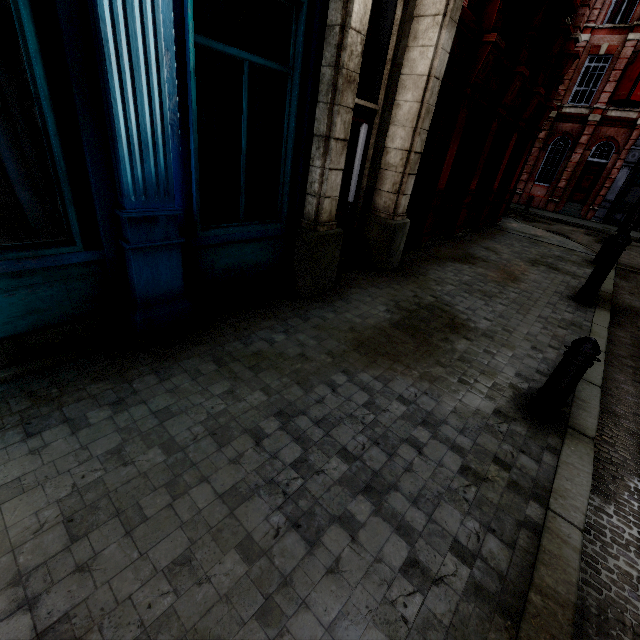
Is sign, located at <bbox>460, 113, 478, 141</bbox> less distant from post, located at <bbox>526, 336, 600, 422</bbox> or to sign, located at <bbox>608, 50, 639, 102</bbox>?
post, located at <bbox>526, 336, 600, 422</bbox>

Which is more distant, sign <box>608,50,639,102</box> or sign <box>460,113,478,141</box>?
sign <box>608,50,639,102</box>

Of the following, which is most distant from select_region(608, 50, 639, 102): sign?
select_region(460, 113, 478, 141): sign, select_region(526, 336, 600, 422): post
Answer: select_region(526, 336, 600, 422): post

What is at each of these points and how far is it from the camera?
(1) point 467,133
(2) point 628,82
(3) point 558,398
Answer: (1) sign, 8.8m
(2) sign, 18.9m
(3) post, 3.3m

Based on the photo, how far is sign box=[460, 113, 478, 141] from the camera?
8.5 meters

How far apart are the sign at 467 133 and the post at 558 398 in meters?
7.2 m

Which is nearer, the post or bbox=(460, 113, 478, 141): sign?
the post

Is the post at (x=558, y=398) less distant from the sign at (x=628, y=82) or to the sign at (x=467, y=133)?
the sign at (x=467, y=133)
